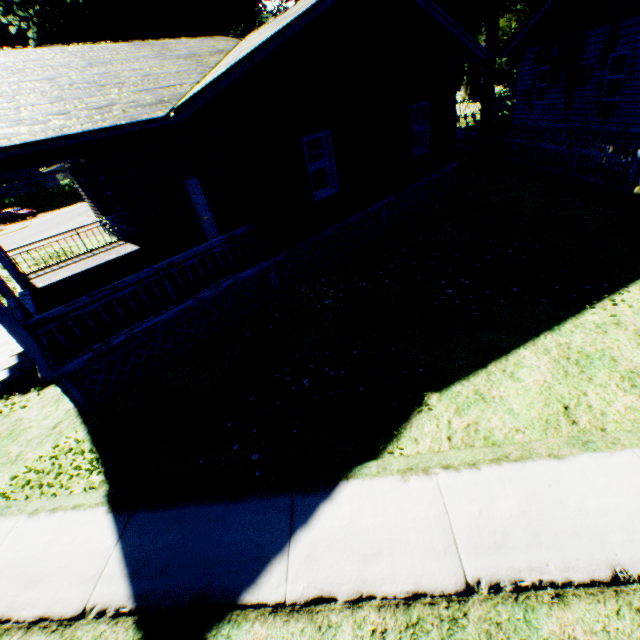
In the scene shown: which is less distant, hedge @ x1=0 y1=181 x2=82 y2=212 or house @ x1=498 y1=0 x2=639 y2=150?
house @ x1=498 y1=0 x2=639 y2=150

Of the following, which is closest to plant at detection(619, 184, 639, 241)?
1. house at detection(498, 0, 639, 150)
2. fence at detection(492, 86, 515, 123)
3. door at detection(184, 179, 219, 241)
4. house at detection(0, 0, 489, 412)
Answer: fence at detection(492, 86, 515, 123)

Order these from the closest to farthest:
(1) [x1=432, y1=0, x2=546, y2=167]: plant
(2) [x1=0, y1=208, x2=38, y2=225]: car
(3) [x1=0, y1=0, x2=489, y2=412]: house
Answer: (3) [x1=0, y1=0, x2=489, y2=412]: house < (1) [x1=432, y1=0, x2=546, y2=167]: plant < (2) [x1=0, y1=208, x2=38, y2=225]: car

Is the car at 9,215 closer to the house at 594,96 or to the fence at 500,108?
the fence at 500,108

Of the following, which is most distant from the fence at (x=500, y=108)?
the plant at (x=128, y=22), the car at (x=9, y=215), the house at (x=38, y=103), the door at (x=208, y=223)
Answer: the car at (x=9, y=215)

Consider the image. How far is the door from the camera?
9.04m

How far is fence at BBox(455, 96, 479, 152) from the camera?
19.34m

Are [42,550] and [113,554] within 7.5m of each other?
yes
